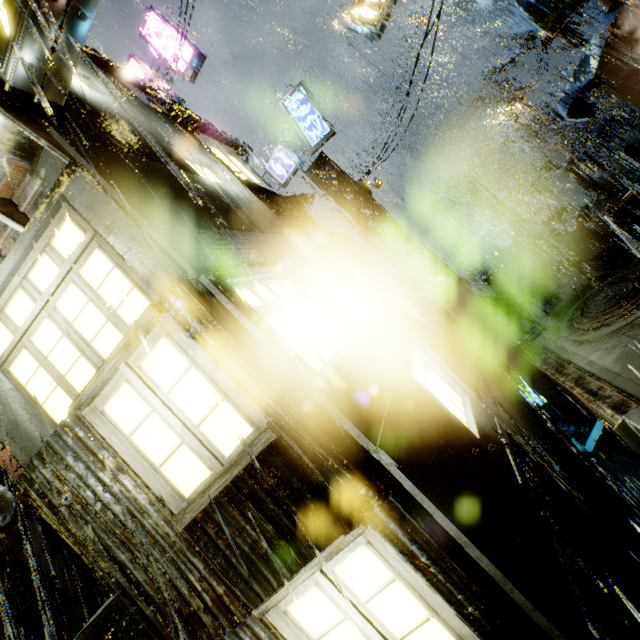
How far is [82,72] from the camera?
6.7 meters

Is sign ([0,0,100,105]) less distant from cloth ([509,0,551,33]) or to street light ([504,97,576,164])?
cloth ([509,0,551,33])

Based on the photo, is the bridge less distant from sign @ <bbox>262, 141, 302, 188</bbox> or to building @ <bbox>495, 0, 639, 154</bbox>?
building @ <bbox>495, 0, 639, 154</bbox>

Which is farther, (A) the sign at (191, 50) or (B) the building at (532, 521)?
(A) the sign at (191, 50)

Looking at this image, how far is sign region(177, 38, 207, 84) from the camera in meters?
13.1

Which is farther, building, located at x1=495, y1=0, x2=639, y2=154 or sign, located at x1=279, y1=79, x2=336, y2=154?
sign, located at x1=279, y1=79, x2=336, y2=154

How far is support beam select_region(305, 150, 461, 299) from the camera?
11.70m

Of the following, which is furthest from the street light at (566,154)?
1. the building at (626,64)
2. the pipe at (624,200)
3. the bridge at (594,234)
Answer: the pipe at (624,200)
